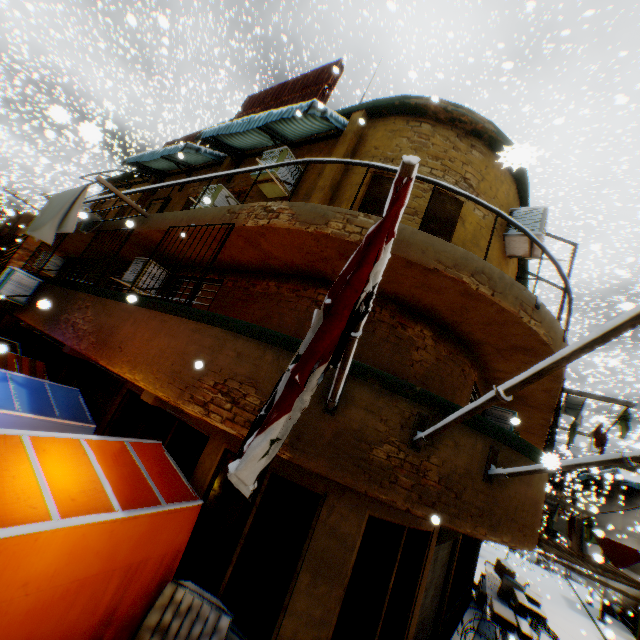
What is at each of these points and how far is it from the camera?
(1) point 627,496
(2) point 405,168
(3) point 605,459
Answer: (1) building, 23.0 meters
(2) flagpole, 1.7 meters
(3) flagpole, 3.2 meters

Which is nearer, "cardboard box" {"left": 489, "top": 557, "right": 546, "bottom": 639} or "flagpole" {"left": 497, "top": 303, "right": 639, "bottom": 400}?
"flagpole" {"left": 497, "top": 303, "right": 639, "bottom": 400}

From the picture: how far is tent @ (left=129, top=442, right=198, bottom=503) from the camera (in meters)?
4.65

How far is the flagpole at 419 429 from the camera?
2.8m

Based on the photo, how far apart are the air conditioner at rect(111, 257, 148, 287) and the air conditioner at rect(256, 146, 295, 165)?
2.7m

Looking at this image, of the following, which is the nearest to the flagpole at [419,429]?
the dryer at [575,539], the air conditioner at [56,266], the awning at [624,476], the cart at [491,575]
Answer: the dryer at [575,539]

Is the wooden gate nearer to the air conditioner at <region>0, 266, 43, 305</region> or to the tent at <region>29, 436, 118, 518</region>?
the tent at <region>29, 436, 118, 518</region>

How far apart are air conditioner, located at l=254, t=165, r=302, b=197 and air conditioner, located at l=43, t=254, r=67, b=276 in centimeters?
1018cm
